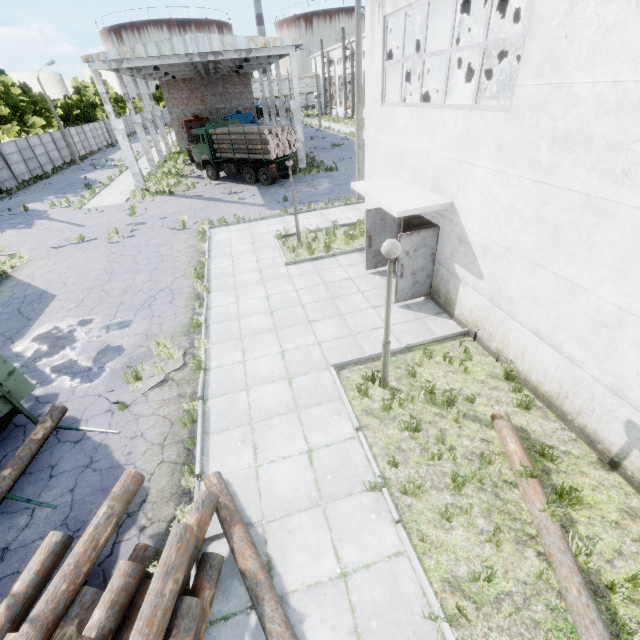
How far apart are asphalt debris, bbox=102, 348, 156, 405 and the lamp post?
5.02m

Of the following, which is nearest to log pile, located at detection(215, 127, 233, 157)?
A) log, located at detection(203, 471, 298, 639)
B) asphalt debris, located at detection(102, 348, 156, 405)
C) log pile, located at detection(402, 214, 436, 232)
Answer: log pile, located at detection(402, 214, 436, 232)

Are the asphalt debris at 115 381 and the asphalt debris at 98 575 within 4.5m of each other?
yes

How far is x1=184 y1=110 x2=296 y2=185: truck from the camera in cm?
2269

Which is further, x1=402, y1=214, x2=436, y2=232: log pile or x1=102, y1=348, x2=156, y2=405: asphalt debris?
x1=402, y1=214, x2=436, y2=232: log pile

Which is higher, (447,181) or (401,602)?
(447,181)

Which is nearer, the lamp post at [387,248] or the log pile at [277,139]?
the lamp post at [387,248]

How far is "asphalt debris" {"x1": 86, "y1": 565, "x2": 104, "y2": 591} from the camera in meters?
4.6
